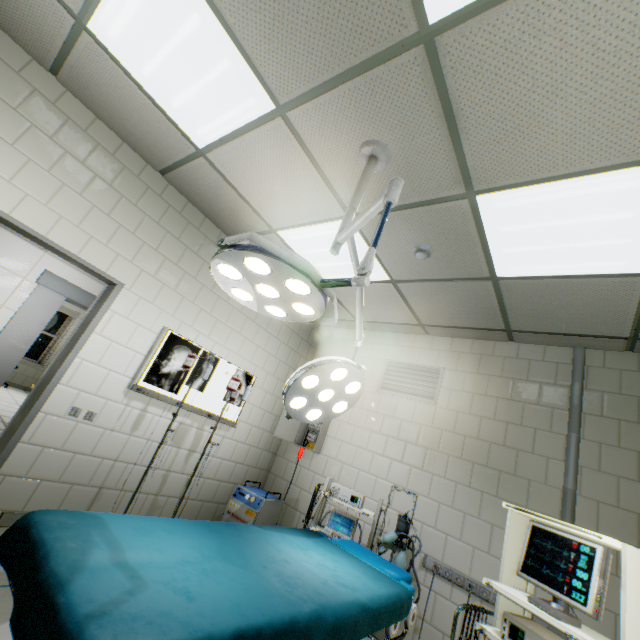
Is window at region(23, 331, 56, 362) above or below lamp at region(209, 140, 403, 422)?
below

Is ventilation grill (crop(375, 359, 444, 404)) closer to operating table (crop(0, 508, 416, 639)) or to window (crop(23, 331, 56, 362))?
operating table (crop(0, 508, 416, 639))

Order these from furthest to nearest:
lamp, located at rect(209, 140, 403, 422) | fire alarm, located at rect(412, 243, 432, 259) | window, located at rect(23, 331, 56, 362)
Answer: window, located at rect(23, 331, 56, 362), fire alarm, located at rect(412, 243, 432, 259), lamp, located at rect(209, 140, 403, 422)

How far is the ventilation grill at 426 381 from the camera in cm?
402

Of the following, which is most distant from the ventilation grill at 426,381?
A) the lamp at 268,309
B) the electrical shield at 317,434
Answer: the lamp at 268,309

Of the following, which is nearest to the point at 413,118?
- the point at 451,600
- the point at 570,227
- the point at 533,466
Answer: the point at 570,227

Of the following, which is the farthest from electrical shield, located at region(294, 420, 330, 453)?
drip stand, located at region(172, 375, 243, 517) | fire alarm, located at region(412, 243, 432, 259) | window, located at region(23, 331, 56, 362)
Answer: window, located at region(23, 331, 56, 362)

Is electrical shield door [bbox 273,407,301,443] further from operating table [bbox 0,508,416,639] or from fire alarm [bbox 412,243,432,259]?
fire alarm [bbox 412,243,432,259]
